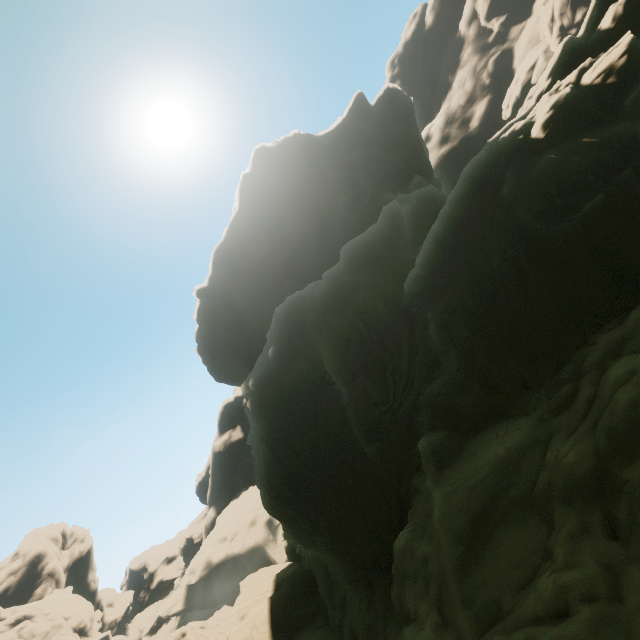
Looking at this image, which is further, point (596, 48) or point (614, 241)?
point (596, 48)
